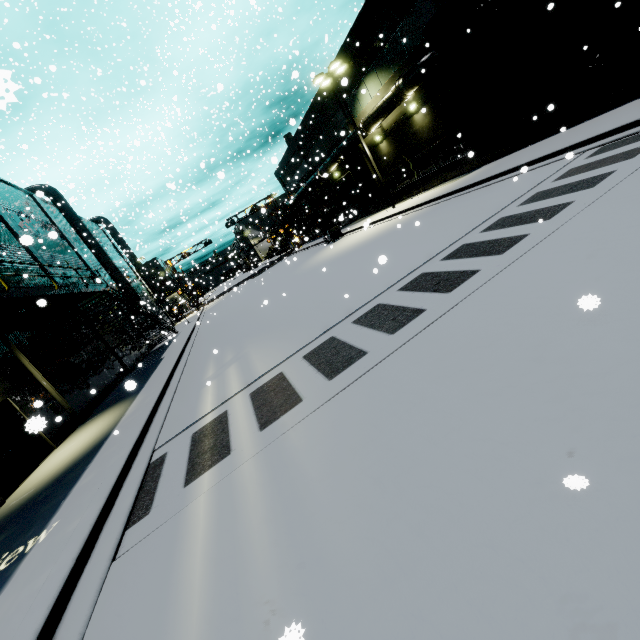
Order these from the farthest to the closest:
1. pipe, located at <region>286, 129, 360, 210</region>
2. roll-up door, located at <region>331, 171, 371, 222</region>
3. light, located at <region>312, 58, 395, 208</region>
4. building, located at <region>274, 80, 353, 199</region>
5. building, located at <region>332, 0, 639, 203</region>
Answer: roll-up door, located at <region>331, 171, 371, 222</region> → building, located at <region>274, 80, 353, 199</region> → pipe, located at <region>286, 129, 360, 210</region> → light, located at <region>312, 58, 395, 208</region> → building, located at <region>332, 0, 639, 203</region>

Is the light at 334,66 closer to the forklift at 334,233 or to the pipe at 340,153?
the pipe at 340,153

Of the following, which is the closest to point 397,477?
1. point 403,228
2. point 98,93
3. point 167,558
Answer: point 167,558

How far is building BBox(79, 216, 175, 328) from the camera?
35.2 meters

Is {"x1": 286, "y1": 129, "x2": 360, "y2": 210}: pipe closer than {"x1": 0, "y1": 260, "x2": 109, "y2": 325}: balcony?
No

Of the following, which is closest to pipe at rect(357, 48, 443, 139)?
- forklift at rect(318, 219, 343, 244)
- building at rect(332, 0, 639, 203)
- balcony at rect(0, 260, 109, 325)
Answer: building at rect(332, 0, 639, 203)

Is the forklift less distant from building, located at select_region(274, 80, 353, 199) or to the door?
building, located at select_region(274, 80, 353, 199)

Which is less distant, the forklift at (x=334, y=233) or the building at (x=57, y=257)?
the building at (x=57, y=257)
